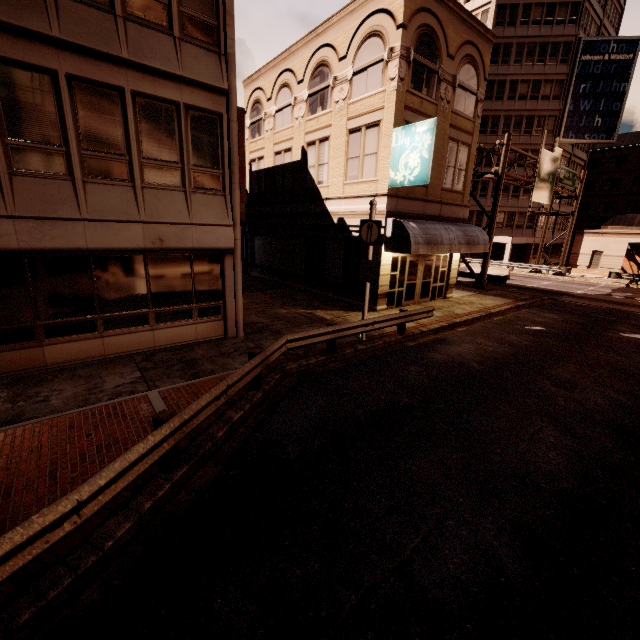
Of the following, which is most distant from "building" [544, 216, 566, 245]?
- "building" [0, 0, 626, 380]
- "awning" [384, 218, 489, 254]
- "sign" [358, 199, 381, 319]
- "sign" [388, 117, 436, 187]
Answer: "sign" [358, 199, 381, 319]

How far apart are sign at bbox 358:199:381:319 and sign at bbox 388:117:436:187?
3.5 meters

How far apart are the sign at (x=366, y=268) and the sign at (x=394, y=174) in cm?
354

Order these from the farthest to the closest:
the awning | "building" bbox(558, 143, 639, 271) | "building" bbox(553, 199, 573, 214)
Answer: "building" bbox(553, 199, 573, 214)
"building" bbox(558, 143, 639, 271)
the awning

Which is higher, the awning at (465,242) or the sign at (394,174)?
the sign at (394,174)

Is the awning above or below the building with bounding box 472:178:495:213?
below

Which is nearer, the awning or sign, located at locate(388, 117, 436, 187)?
sign, located at locate(388, 117, 436, 187)

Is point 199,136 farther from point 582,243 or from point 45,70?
point 582,243
